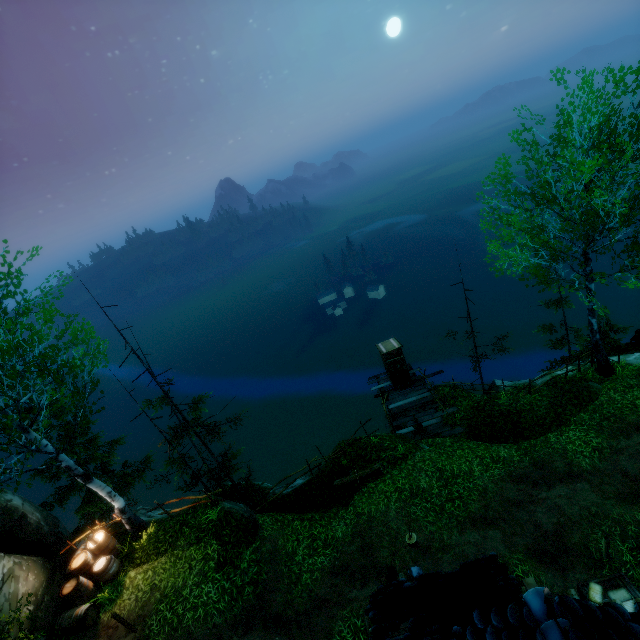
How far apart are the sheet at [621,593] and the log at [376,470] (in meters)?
6.64

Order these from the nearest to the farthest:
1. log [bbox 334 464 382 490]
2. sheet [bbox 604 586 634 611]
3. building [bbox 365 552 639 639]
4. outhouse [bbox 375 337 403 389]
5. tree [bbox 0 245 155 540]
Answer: building [bbox 365 552 639 639] < sheet [bbox 604 586 634 611] < tree [bbox 0 245 155 540] < log [bbox 334 464 382 490] < outhouse [bbox 375 337 403 389]

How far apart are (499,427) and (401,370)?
5.39m

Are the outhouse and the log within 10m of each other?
yes

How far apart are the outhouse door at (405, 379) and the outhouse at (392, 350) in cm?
1

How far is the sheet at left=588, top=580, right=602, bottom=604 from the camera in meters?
8.0

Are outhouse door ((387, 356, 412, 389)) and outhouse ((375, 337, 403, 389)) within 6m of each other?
yes

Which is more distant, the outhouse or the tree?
the outhouse
